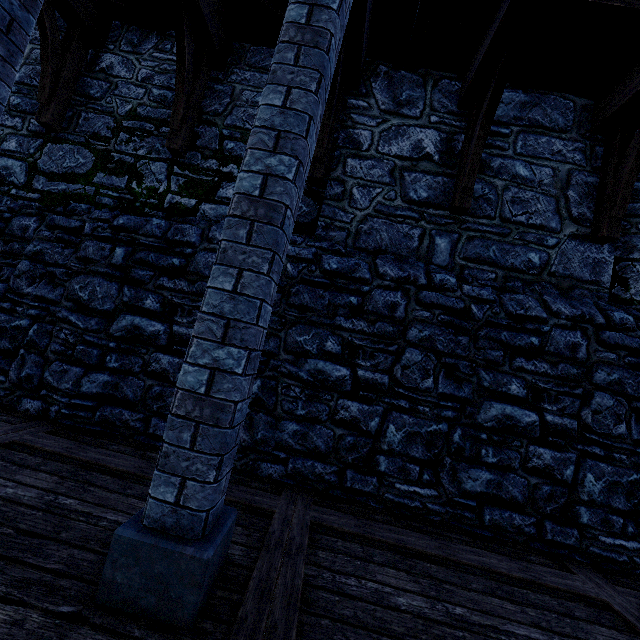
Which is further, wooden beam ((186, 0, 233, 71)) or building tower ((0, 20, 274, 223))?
building tower ((0, 20, 274, 223))

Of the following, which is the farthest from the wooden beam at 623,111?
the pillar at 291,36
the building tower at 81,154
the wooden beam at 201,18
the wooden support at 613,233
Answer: the wooden beam at 201,18

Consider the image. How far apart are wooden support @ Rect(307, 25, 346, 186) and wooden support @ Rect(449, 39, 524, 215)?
1.8m

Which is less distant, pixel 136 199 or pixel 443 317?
pixel 443 317

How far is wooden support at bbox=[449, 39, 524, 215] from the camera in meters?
3.7 m

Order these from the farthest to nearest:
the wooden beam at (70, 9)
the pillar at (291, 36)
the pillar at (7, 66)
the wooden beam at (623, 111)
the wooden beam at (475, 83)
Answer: the wooden beam at (70, 9) → the wooden beam at (623, 111) → the wooden beam at (475, 83) → the pillar at (7, 66) → the pillar at (291, 36)

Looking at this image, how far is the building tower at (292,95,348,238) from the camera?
4.6m

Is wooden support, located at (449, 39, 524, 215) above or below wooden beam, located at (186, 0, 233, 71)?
below
